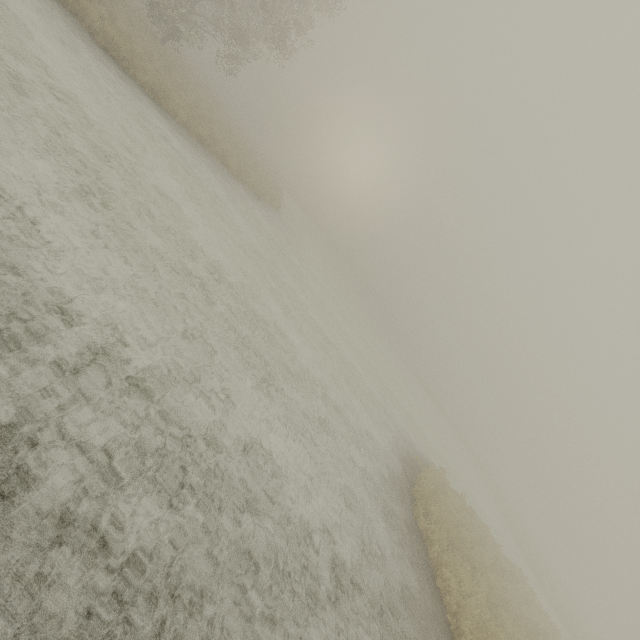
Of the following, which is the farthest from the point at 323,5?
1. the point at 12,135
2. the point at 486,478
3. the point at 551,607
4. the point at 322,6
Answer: the point at 486,478
